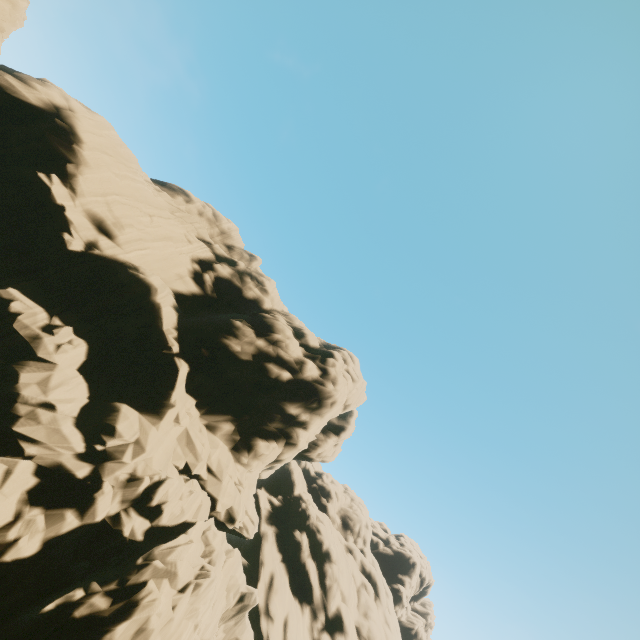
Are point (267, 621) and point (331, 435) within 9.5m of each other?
no

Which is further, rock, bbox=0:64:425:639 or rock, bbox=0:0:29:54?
rock, bbox=0:0:29:54

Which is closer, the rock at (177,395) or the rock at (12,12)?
the rock at (177,395)
